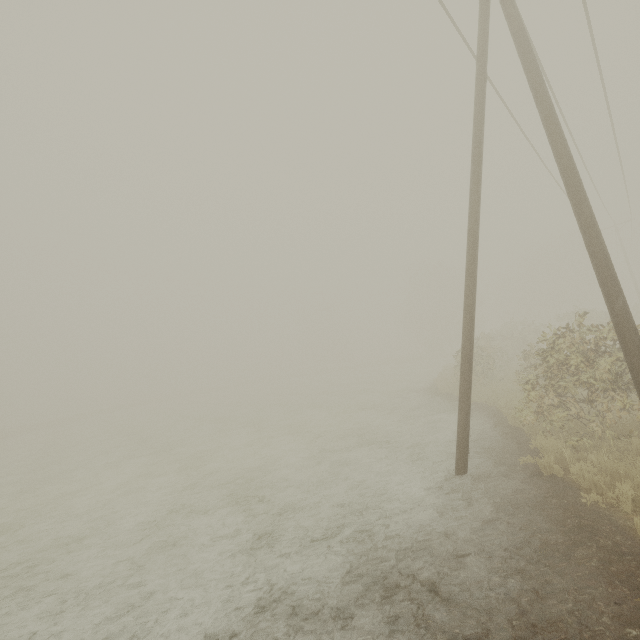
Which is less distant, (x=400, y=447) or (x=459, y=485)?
(x=459, y=485)
